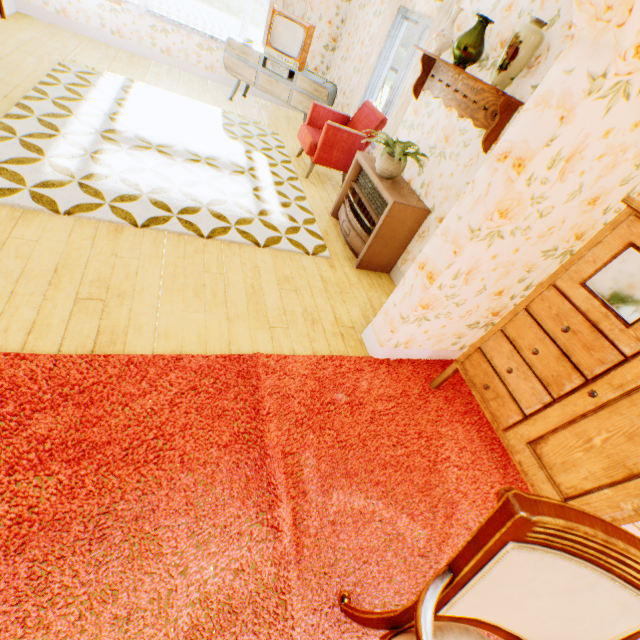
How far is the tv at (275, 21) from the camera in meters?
5.4

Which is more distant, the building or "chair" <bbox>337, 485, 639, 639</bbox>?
the building

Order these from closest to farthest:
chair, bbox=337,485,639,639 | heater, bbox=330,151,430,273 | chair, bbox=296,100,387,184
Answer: chair, bbox=337,485,639,639, heater, bbox=330,151,430,273, chair, bbox=296,100,387,184

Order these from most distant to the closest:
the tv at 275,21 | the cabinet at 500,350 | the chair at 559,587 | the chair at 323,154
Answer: the tv at 275,21 → the chair at 323,154 → the cabinet at 500,350 → the chair at 559,587

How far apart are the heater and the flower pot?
0.1 meters

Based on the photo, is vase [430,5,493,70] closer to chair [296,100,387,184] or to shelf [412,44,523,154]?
shelf [412,44,523,154]

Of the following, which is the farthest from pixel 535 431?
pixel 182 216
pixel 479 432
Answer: pixel 182 216

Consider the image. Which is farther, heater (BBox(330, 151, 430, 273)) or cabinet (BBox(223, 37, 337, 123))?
cabinet (BBox(223, 37, 337, 123))
